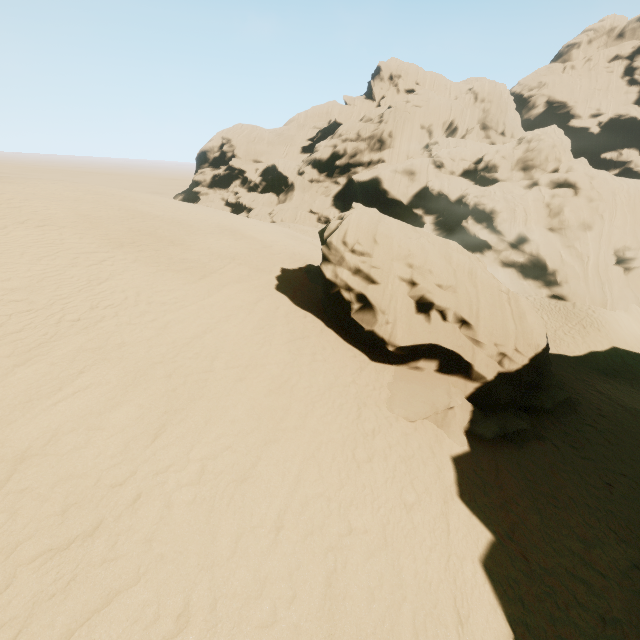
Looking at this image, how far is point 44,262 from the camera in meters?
9.8
